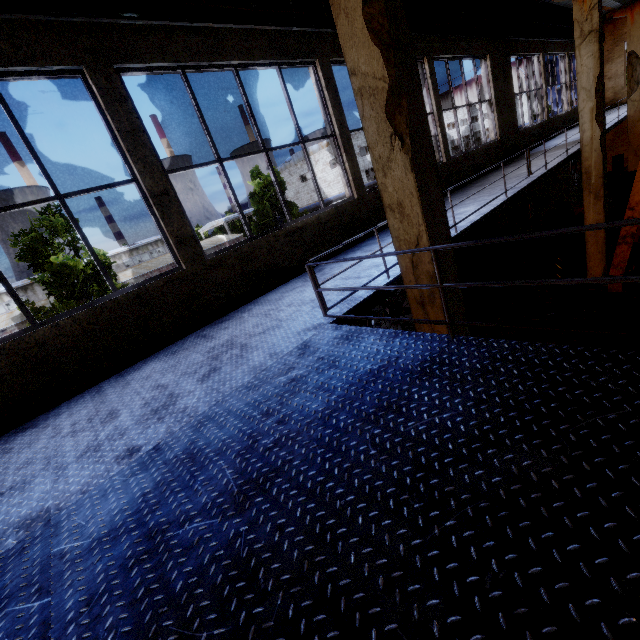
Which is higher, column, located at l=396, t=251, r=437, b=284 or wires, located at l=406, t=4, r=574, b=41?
wires, located at l=406, t=4, r=574, b=41

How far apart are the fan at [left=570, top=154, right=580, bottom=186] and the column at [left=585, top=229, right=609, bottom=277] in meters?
10.5 m

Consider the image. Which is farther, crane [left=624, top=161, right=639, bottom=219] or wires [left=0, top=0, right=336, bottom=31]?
crane [left=624, top=161, right=639, bottom=219]

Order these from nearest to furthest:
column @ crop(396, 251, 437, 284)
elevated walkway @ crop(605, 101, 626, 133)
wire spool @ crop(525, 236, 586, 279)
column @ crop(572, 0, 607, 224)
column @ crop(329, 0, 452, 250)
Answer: column @ crop(329, 0, 452, 250) < column @ crop(396, 251, 437, 284) < column @ crop(572, 0, 607, 224) < wire spool @ crop(525, 236, 586, 279) < elevated walkway @ crop(605, 101, 626, 133)

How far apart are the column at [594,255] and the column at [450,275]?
8.5 meters

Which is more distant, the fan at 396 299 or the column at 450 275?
the fan at 396 299

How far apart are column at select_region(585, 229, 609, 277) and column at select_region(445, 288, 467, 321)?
8.5m

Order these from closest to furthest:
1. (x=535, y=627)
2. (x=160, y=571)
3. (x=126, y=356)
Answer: (x=535, y=627) → (x=160, y=571) → (x=126, y=356)
